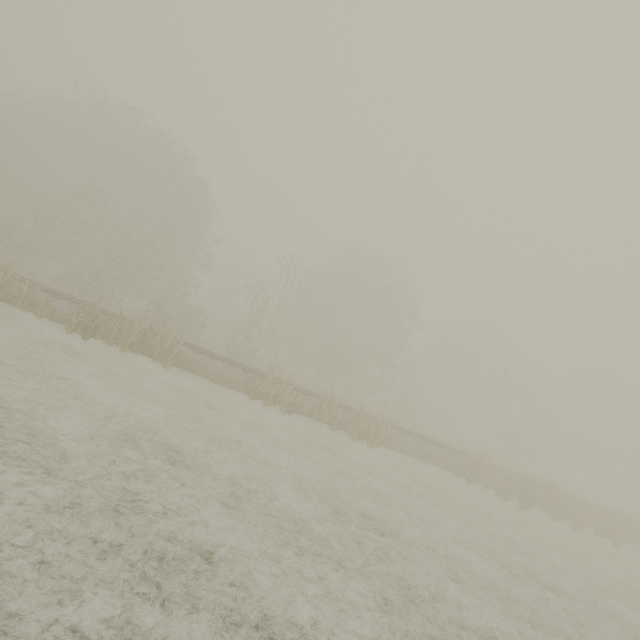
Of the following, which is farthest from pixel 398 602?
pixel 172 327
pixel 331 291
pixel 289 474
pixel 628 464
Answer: pixel 628 464
